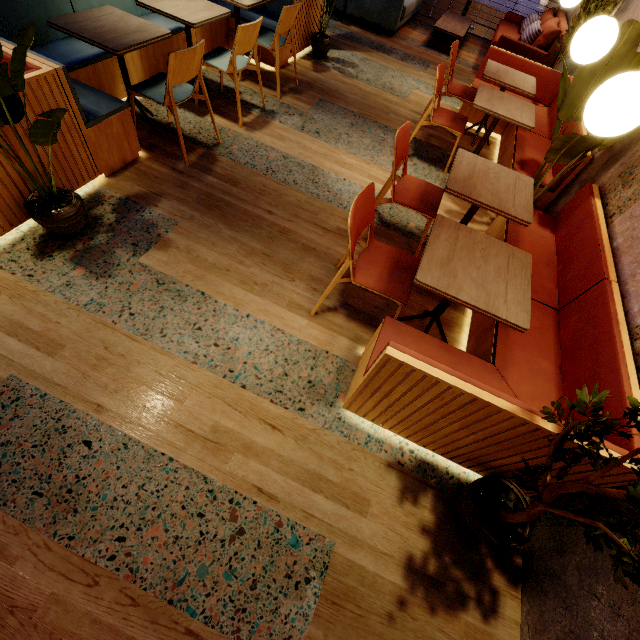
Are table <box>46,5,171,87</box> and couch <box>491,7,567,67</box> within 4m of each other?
no

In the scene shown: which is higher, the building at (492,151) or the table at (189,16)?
the table at (189,16)

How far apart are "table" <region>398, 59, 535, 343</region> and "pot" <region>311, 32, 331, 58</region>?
3.7m

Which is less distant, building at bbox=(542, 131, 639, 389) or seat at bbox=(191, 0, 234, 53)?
building at bbox=(542, 131, 639, 389)

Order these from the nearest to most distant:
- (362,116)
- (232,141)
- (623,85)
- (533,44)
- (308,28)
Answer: (623,85)
(232,141)
(362,116)
(308,28)
(533,44)

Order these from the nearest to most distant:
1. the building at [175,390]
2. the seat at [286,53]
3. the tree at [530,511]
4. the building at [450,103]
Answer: the tree at [530,511], the building at [175,390], the seat at [286,53], the building at [450,103]

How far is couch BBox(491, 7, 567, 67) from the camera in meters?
5.6

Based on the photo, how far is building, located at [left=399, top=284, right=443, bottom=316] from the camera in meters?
2.6 m
